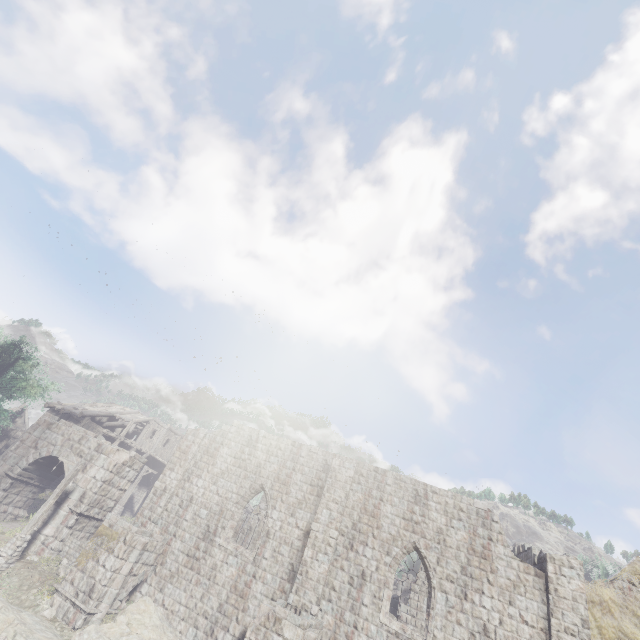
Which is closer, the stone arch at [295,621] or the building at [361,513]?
the stone arch at [295,621]

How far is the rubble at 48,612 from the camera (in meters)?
13.28

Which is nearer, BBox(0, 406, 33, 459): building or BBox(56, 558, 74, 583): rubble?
BBox(56, 558, 74, 583): rubble

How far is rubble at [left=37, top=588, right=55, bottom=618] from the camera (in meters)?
13.28

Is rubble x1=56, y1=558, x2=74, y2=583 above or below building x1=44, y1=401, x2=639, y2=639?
below

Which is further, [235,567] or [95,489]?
[95,489]

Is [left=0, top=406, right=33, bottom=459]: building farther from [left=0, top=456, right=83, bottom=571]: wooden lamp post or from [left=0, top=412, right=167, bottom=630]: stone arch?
[left=0, top=456, right=83, bottom=571]: wooden lamp post

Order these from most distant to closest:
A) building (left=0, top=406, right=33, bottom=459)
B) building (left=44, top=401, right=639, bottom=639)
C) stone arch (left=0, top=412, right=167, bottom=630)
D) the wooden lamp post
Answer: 1. building (left=0, top=406, right=33, bottom=459)
2. the wooden lamp post
3. stone arch (left=0, top=412, right=167, bottom=630)
4. building (left=44, top=401, right=639, bottom=639)
